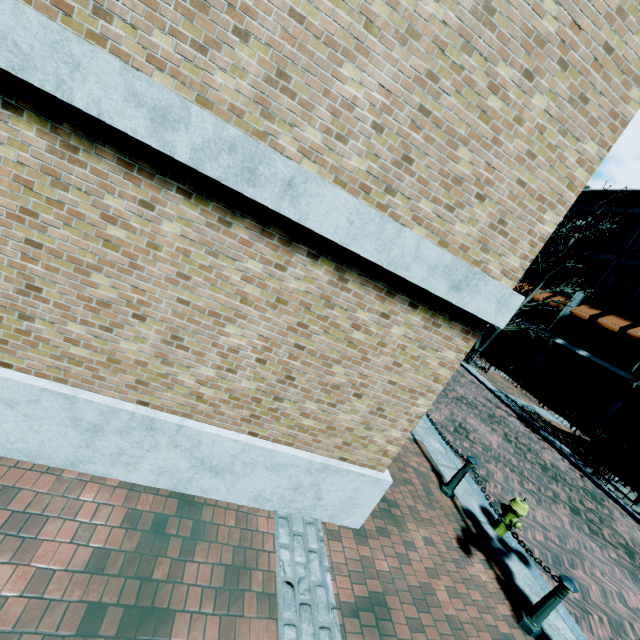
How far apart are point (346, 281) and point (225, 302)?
1.1m

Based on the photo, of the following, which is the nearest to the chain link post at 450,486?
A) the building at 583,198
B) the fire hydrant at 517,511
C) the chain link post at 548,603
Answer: the fire hydrant at 517,511

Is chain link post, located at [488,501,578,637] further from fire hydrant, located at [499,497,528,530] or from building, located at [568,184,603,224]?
building, located at [568,184,603,224]

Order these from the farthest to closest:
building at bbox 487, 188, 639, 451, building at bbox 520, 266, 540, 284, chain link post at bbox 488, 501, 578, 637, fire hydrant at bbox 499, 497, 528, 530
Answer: building at bbox 520, 266, 540, 284, building at bbox 487, 188, 639, 451, fire hydrant at bbox 499, 497, 528, 530, chain link post at bbox 488, 501, 578, 637

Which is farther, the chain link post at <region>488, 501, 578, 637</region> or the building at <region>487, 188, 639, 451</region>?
the building at <region>487, 188, 639, 451</region>

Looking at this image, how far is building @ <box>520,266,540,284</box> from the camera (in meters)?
23.50

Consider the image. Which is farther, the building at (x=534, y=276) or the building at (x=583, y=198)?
the building at (x=534, y=276)
